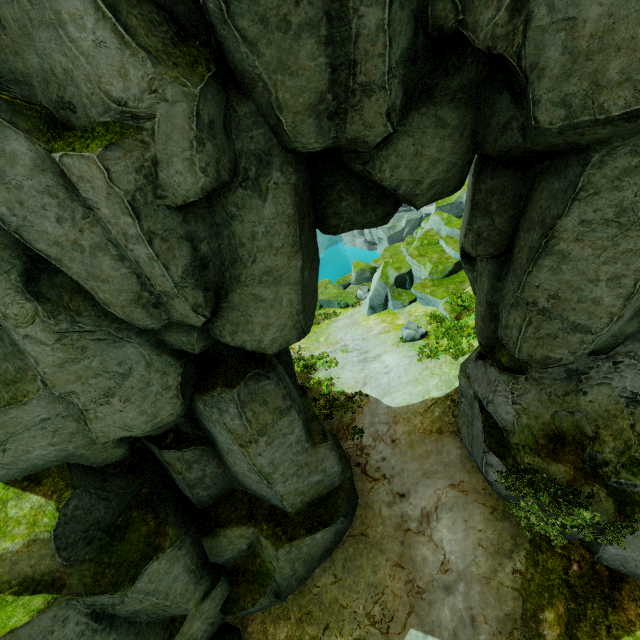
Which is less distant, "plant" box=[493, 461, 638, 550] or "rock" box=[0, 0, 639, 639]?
"rock" box=[0, 0, 639, 639]

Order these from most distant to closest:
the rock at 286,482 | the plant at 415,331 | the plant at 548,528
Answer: the plant at 415,331
the plant at 548,528
the rock at 286,482

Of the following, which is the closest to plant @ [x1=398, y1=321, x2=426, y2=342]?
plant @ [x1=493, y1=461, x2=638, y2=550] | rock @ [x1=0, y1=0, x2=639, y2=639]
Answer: rock @ [x1=0, y1=0, x2=639, y2=639]

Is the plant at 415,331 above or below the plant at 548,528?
below

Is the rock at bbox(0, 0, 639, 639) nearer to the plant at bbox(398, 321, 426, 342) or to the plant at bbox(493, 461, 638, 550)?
the plant at bbox(493, 461, 638, 550)

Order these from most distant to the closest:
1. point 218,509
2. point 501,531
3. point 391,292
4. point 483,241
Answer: point 391,292
point 218,509
point 501,531
point 483,241

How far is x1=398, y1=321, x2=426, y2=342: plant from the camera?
15.44m
